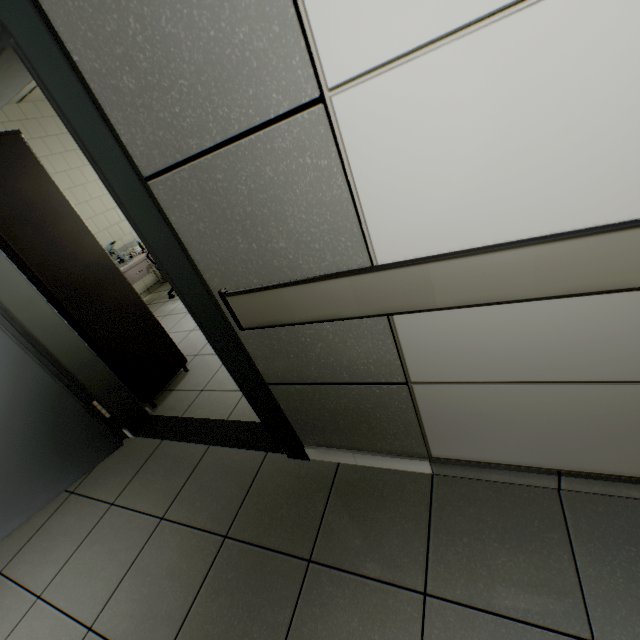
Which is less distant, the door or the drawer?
the door

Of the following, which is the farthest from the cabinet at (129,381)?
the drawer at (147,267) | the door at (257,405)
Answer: the drawer at (147,267)

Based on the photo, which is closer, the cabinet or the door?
the door

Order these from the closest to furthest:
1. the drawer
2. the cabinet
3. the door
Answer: the door
the cabinet
the drawer

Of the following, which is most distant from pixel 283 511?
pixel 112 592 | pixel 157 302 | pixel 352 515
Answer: pixel 157 302

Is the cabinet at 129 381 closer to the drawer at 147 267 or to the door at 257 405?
the door at 257 405

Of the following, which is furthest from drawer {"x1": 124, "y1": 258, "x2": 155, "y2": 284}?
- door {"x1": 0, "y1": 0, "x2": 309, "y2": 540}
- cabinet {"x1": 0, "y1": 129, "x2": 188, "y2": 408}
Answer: door {"x1": 0, "y1": 0, "x2": 309, "y2": 540}

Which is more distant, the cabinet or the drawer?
the drawer
